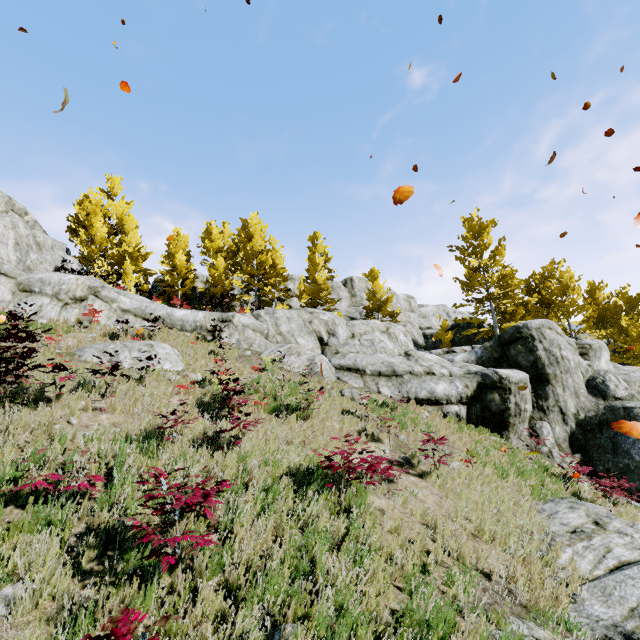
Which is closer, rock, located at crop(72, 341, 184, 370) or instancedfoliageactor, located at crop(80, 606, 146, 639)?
instancedfoliageactor, located at crop(80, 606, 146, 639)

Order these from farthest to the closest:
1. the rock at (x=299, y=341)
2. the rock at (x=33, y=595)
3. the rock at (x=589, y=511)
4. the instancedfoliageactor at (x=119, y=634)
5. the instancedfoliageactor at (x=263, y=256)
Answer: the instancedfoliageactor at (x=263, y=256) → the rock at (x=299, y=341) → the rock at (x=589, y=511) → the rock at (x=33, y=595) → the instancedfoliageactor at (x=119, y=634)

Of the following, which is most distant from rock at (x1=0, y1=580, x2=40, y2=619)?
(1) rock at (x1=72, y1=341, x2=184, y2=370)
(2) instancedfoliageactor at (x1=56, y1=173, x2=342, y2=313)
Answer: (1) rock at (x1=72, y1=341, x2=184, y2=370)

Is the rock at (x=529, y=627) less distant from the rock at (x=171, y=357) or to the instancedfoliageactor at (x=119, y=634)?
the instancedfoliageactor at (x=119, y=634)

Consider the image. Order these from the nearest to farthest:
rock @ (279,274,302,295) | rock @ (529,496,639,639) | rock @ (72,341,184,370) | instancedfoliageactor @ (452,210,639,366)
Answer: rock @ (529,496,639,639) < rock @ (72,341,184,370) < instancedfoliageactor @ (452,210,639,366) < rock @ (279,274,302,295)

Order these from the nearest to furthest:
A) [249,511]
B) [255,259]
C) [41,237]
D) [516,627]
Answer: [516,627] < [249,511] < [41,237] < [255,259]

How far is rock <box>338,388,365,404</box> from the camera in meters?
12.7 m
